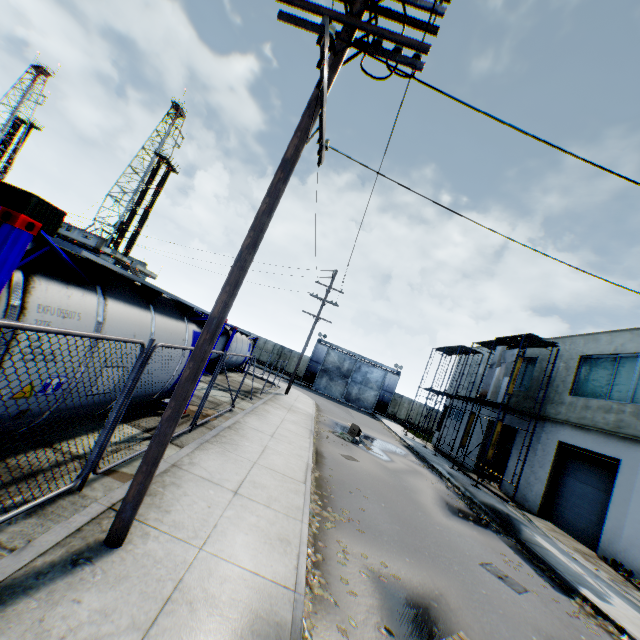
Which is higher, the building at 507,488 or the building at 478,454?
the building at 478,454

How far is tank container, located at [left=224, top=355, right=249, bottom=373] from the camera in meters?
19.6 m

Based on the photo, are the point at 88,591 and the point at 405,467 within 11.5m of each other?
no

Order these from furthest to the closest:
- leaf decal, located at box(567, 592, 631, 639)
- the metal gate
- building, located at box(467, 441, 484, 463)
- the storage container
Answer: the metal gate, building, located at box(467, 441, 484, 463), the storage container, leaf decal, located at box(567, 592, 631, 639)

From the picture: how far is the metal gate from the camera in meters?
40.7 m

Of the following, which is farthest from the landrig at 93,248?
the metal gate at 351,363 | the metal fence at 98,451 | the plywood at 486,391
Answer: the plywood at 486,391

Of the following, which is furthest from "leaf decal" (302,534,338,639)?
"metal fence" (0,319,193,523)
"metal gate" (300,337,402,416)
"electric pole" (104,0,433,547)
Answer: "metal gate" (300,337,402,416)
